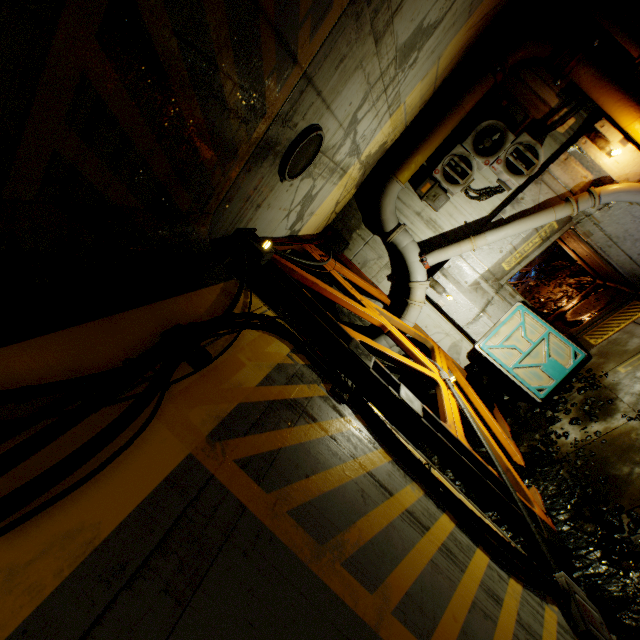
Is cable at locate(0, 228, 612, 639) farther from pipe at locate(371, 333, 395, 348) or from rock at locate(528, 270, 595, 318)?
rock at locate(528, 270, 595, 318)

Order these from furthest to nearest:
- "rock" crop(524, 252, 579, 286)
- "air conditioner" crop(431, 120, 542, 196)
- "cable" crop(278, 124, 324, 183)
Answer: "rock" crop(524, 252, 579, 286) → "air conditioner" crop(431, 120, 542, 196) → "cable" crop(278, 124, 324, 183)

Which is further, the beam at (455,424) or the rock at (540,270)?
the rock at (540,270)

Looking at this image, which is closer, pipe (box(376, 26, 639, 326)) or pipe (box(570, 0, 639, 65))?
pipe (box(570, 0, 639, 65))

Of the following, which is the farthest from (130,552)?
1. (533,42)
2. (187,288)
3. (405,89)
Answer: (533,42)

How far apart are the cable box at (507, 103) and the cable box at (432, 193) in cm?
173

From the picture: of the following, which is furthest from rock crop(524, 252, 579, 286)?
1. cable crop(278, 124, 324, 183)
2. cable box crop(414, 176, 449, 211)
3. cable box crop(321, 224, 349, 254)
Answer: cable crop(278, 124, 324, 183)

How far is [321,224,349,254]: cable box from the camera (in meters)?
9.12
